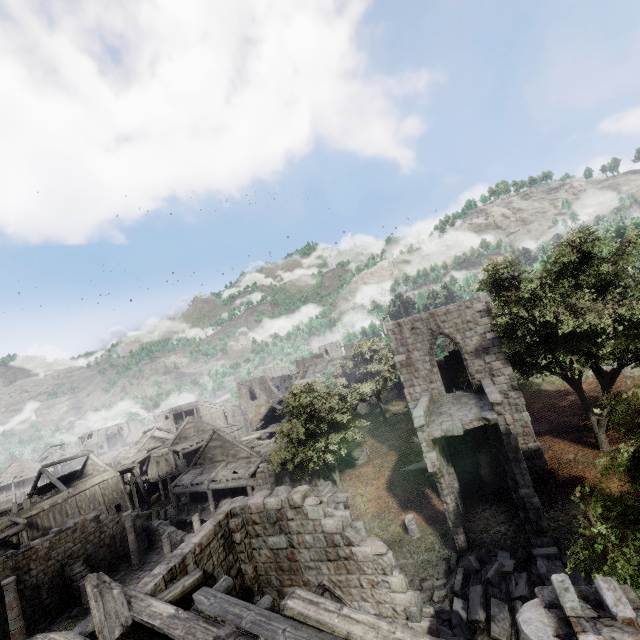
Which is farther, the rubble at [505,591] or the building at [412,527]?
the building at [412,527]

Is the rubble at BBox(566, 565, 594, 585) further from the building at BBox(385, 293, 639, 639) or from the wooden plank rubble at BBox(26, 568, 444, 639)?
the wooden plank rubble at BBox(26, 568, 444, 639)

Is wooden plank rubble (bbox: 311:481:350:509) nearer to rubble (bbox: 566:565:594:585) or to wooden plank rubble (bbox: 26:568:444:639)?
rubble (bbox: 566:565:594:585)

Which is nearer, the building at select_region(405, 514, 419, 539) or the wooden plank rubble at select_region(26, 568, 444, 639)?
the wooden plank rubble at select_region(26, 568, 444, 639)

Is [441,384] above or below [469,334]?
below

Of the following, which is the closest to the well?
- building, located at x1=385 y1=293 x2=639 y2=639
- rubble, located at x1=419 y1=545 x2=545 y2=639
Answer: building, located at x1=385 y1=293 x2=639 y2=639
